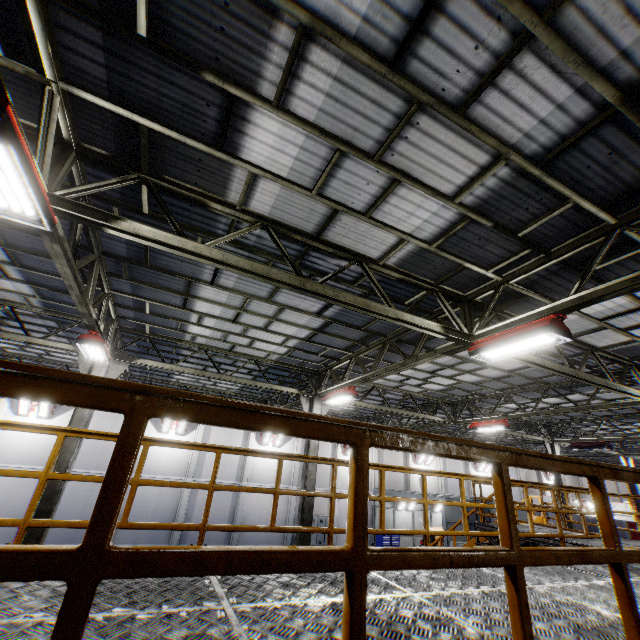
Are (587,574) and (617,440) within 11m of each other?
no

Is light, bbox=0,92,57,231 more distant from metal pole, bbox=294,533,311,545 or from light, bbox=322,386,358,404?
metal pole, bbox=294,533,311,545

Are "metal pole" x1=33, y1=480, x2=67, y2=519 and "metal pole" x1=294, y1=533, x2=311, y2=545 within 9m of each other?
yes

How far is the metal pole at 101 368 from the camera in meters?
9.9

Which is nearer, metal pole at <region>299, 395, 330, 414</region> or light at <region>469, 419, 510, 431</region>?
metal pole at <region>299, 395, 330, 414</region>

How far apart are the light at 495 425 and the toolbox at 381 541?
15.3 meters

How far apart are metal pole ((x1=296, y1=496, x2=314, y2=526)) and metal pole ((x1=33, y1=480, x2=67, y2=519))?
6.0 meters
